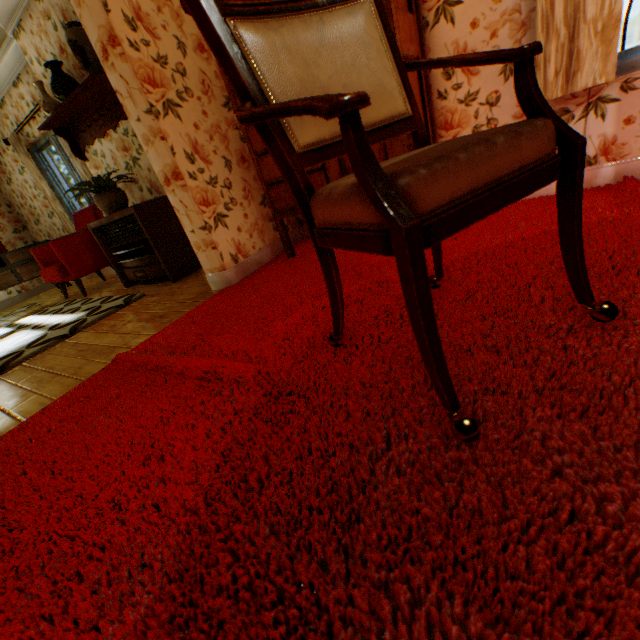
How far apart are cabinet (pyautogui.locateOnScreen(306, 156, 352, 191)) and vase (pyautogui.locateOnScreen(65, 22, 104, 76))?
1.59m

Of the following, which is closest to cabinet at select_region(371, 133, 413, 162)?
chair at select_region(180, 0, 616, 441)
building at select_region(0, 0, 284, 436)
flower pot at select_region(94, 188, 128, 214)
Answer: building at select_region(0, 0, 284, 436)

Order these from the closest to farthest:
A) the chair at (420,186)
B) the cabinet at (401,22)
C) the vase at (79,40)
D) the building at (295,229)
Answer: the chair at (420,186) → the cabinet at (401,22) → the vase at (79,40) → the building at (295,229)

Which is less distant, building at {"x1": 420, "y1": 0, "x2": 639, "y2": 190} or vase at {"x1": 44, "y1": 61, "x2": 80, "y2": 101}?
building at {"x1": 420, "y1": 0, "x2": 639, "y2": 190}

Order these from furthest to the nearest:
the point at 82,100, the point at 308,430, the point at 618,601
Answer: the point at 82,100 → the point at 308,430 → the point at 618,601

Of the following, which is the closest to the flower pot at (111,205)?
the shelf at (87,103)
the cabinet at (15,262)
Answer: the shelf at (87,103)

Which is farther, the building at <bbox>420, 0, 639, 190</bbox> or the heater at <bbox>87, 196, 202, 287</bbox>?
the heater at <bbox>87, 196, 202, 287</bbox>

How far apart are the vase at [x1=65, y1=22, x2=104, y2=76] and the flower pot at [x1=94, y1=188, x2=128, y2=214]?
1.1 meters
